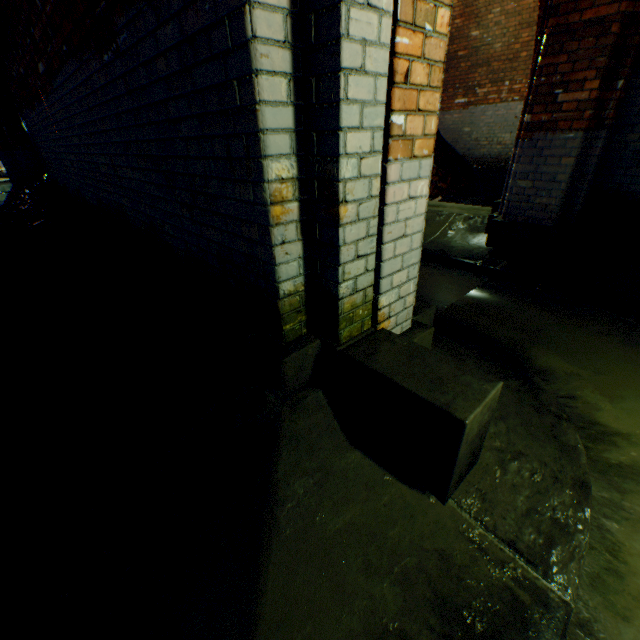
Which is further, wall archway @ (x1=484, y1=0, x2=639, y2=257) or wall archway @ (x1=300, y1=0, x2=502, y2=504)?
wall archway @ (x1=484, y1=0, x2=639, y2=257)

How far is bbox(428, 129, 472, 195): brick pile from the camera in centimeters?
942cm

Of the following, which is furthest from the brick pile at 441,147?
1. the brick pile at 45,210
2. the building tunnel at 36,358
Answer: the brick pile at 45,210

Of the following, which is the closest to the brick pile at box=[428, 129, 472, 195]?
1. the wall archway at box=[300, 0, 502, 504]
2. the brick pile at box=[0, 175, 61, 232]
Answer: the brick pile at box=[0, 175, 61, 232]

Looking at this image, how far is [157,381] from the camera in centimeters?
218cm

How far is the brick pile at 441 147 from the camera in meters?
9.4 m

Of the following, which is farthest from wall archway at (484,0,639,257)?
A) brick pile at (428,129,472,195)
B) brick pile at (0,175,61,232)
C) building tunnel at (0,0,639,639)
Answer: brick pile at (0,175,61,232)
